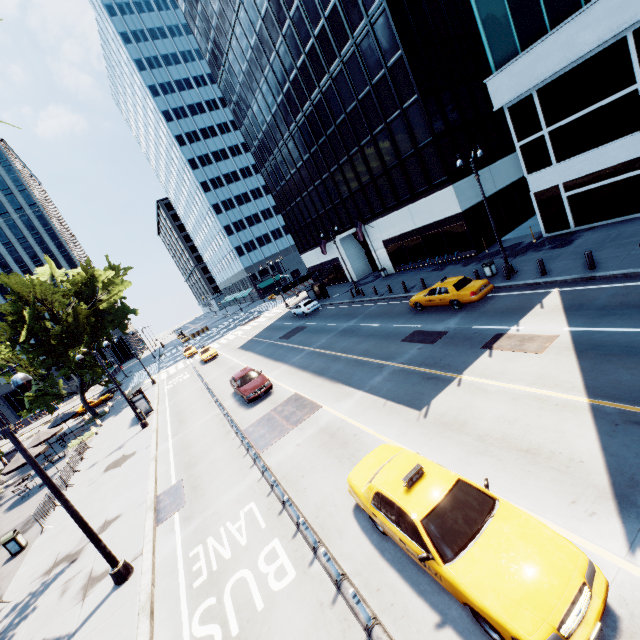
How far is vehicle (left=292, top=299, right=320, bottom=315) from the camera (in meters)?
35.81

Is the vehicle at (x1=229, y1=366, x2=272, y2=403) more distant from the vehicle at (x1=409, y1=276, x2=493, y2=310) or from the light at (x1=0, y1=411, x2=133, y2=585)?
the vehicle at (x1=409, y1=276, x2=493, y2=310)

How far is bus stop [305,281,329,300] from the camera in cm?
3953

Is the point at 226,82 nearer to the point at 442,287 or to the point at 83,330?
the point at 83,330

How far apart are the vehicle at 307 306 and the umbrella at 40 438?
24.8 meters

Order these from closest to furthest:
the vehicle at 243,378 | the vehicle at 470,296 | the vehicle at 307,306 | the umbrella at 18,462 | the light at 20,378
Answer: the light at 20,378 → the vehicle at 470,296 → the vehicle at 243,378 → the umbrella at 18,462 → the vehicle at 307,306

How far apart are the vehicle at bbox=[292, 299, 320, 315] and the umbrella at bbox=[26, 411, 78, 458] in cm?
2479

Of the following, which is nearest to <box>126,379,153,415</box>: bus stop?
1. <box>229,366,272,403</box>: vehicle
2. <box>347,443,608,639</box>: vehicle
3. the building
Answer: the building
